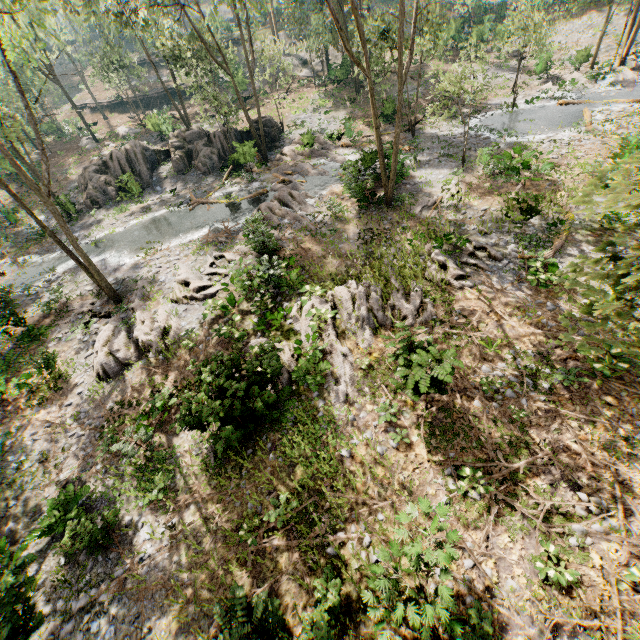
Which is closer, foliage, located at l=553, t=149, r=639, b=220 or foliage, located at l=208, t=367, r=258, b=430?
foliage, located at l=553, t=149, r=639, b=220

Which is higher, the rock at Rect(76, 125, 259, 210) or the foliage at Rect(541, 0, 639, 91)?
the rock at Rect(76, 125, 259, 210)

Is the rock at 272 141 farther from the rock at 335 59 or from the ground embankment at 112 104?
the ground embankment at 112 104

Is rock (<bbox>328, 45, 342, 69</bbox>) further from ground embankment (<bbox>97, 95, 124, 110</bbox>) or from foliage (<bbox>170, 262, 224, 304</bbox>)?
ground embankment (<bbox>97, 95, 124, 110</bbox>)

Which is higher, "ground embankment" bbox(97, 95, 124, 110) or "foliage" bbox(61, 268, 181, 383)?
"ground embankment" bbox(97, 95, 124, 110)

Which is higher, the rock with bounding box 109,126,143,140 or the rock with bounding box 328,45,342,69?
the rock with bounding box 328,45,342,69

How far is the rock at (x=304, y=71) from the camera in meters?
43.1

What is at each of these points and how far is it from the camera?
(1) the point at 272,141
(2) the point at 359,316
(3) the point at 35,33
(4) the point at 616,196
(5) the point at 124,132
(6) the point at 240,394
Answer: (1) rock, 29.92m
(2) foliage, 13.56m
(3) foliage, 32.25m
(4) foliage, 2.92m
(5) rock, 38.75m
(6) foliage, 9.81m
